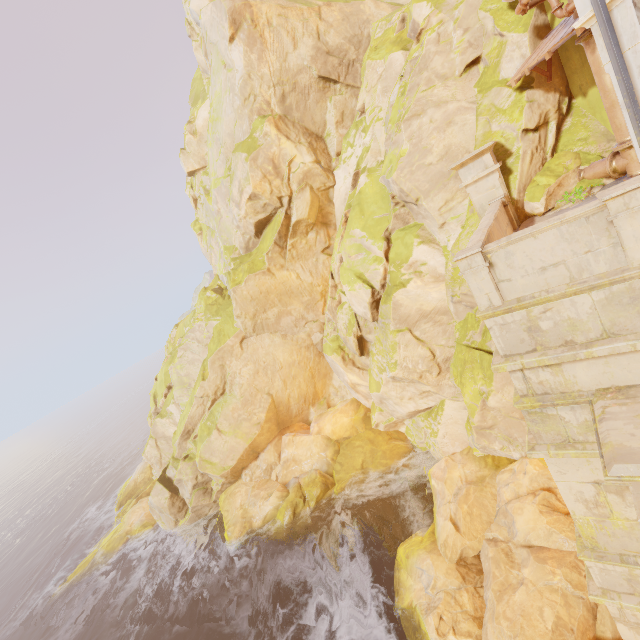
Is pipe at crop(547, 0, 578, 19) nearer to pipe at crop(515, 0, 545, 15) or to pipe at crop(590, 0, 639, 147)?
pipe at crop(515, 0, 545, 15)

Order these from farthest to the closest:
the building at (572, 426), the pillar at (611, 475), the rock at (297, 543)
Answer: the rock at (297, 543)
the building at (572, 426)
the pillar at (611, 475)

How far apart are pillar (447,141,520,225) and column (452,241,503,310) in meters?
5.9

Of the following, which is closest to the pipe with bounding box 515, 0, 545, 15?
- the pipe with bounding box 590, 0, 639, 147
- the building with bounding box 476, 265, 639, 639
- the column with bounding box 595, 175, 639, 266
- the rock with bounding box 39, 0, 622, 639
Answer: the rock with bounding box 39, 0, 622, 639

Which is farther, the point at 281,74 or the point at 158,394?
the point at 158,394

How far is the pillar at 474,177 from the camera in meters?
9.7

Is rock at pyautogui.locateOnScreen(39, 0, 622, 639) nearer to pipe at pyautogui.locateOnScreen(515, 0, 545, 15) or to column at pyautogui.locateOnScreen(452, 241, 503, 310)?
pipe at pyautogui.locateOnScreen(515, 0, 545, 15)

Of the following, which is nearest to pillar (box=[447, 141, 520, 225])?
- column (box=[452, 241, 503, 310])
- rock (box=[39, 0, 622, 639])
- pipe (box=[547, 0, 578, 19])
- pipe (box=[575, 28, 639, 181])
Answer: rock (box=[39, 0, 622, 639])
